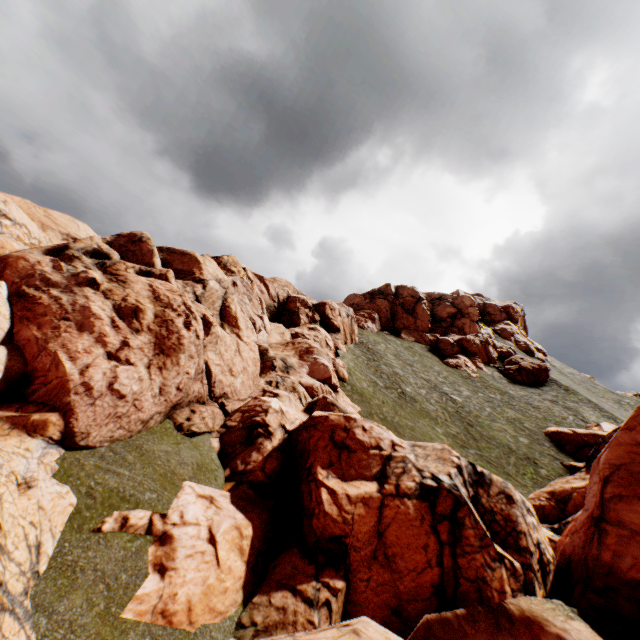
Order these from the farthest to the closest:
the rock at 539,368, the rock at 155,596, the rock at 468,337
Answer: the rock at 468,337, the rock at 539,368, the rock at 155,596

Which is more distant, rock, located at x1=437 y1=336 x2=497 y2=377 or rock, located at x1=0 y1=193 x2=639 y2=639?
rock, located at x1=437 y1=336 x2=497 y2=377

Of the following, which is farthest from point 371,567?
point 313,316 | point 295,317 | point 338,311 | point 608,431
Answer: point 608,431

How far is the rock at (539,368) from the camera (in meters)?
53.31

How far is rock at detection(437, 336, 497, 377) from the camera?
54.28m

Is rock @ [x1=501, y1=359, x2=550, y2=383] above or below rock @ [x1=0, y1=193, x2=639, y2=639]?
above

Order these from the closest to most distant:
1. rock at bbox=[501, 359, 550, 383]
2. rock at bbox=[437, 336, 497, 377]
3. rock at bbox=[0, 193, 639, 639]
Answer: rock at bbox=[0, 193, 639, 639] → rock at bbox=[501, 359, 550, 383] → rock at bbox=[437, 336, 497, 377]
